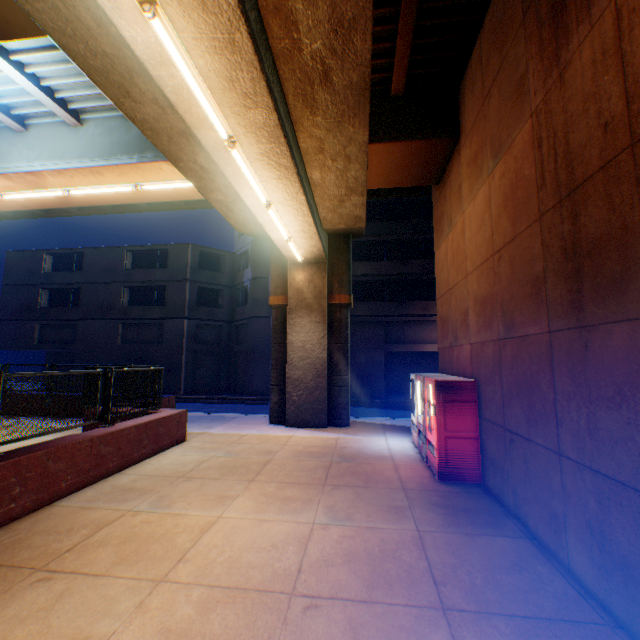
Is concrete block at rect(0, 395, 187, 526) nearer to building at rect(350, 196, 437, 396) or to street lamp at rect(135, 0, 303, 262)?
street lamp at rect(135, 0, 303, 262)

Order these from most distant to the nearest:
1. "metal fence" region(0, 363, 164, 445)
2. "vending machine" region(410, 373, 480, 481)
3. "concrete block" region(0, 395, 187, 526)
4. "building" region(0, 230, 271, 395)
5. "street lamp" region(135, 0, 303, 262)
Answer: "building" region(0, 230, 271, 395), "vending machine" region(410, 373, 480, 481), "metal fence" region(0, 363, 164, 445), "concrete block" region(0, 395, 187, 526), "street lamp" region(135, 0, 303, 262)

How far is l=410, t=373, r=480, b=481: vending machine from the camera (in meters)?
6.52

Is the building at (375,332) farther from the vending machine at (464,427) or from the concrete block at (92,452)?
the vending machine at (464,427)

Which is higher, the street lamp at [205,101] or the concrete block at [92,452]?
the street lamp at [205,101]

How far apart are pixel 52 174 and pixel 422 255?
21.05m

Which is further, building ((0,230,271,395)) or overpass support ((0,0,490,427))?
building ((0,230,271,395))

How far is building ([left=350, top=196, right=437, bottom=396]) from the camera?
22.7 meters
